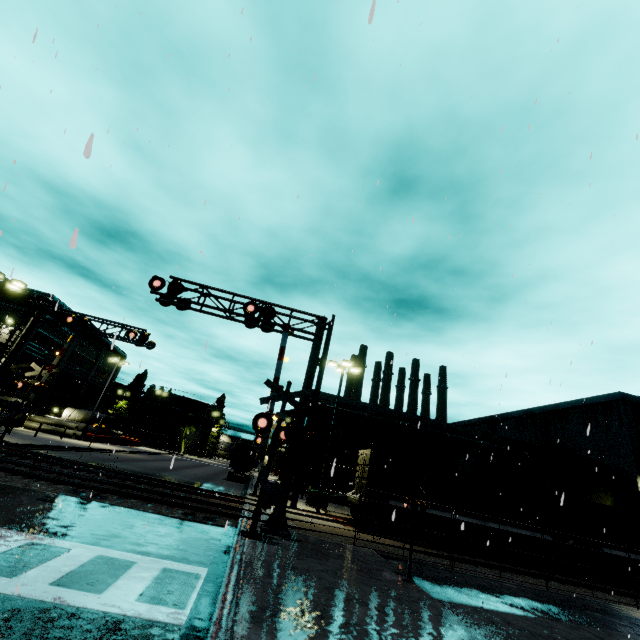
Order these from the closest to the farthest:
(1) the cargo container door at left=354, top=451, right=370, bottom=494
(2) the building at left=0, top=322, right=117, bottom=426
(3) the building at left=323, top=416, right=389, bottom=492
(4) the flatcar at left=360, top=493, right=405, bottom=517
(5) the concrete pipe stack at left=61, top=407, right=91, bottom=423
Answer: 1. (4) the flatcar at left=360, top=493, right=405, bottom=517
2. (1) the cargo container door at left=354, top=451, right=370, bottom=494
3. (3) the building at left=323, top=416, right=389, bottom=492
4. (2) the building at left=0, top=322, right=117, bottom=426
5. (5) the concrete pipe stack at left=61, top=407, right=91, bottom=423

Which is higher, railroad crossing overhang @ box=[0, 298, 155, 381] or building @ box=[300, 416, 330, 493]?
railroad crossing overhang @ box=[0, 298, 155, 381]

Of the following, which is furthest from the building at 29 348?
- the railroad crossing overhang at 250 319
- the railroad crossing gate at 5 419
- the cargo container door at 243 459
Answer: the railroad crossing gate at 5 419

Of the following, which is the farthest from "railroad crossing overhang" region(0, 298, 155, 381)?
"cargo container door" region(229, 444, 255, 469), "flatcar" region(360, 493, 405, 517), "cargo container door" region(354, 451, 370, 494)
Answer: "cargo container door" region(354, 451, 370, 494)

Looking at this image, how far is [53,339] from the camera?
41.16m

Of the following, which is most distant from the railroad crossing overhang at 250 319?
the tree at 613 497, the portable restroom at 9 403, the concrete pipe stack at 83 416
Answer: the tree at 613 497

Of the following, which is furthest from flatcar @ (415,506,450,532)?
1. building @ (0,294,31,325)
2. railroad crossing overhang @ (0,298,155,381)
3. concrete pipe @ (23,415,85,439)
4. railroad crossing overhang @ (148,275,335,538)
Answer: railroad crossing overhang @ (0,298,155,381)

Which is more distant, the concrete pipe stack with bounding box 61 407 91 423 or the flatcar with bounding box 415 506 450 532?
the concrete pipe stack with bounding box 61 407 91 423
